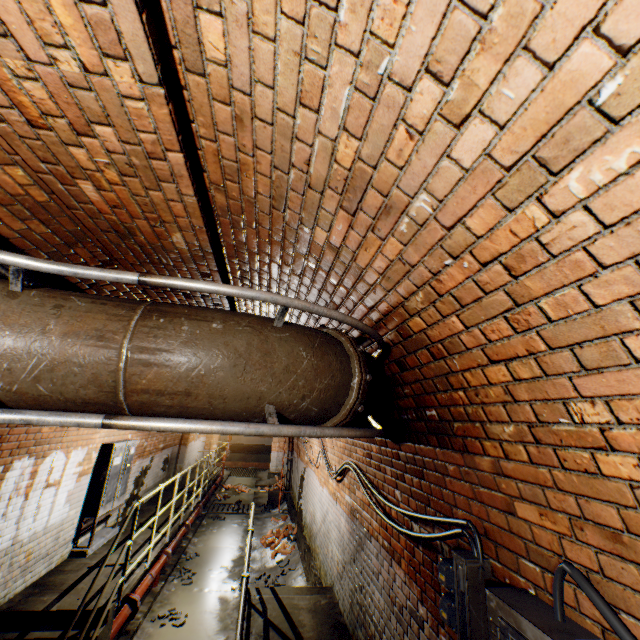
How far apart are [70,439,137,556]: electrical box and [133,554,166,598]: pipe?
1.1m

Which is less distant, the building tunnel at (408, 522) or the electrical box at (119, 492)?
the building tunnel at (408, 522)

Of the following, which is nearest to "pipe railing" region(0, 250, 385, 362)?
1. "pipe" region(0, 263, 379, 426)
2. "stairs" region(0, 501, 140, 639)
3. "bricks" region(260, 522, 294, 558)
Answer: "pipe" region(0, 263, 379, 426)

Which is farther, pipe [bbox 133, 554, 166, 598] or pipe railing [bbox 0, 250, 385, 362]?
pipe [bbox 133, 554, 166, 598]

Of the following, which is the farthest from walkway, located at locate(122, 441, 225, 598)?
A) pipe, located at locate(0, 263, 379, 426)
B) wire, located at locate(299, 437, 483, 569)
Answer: pipe, located at locate(0, 263, 379, 426)

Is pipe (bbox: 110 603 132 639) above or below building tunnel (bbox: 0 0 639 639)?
below

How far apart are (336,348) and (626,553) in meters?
1.2

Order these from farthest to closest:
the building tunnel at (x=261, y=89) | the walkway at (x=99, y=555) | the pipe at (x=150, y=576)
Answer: the pipe at (x=150, y=576)
the walkway at (x=99, y=555)
the building tunnel at (x=261, y=89)
